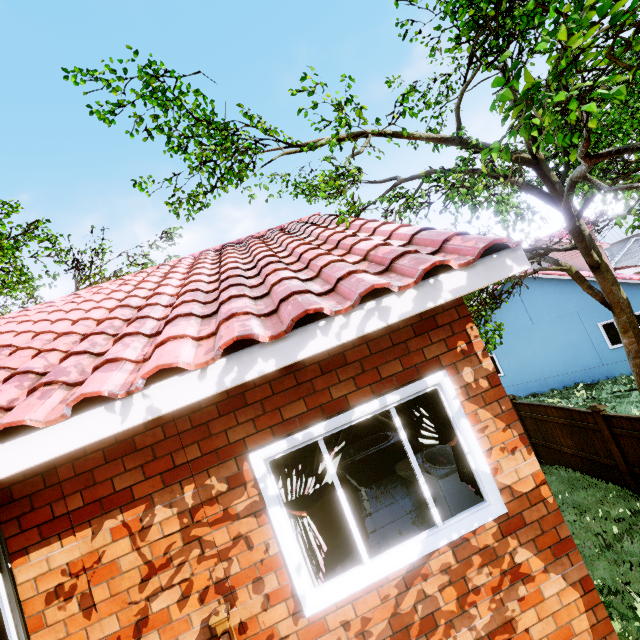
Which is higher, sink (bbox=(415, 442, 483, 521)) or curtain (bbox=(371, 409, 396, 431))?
curtain (bbox=(371, 409, 396, 431))

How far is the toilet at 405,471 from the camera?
5.1 meters

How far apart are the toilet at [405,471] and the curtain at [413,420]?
2.0 meters

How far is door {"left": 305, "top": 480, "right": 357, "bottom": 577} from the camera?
4.3 meters

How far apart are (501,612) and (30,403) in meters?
4.2

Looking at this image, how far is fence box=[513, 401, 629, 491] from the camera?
8.8m

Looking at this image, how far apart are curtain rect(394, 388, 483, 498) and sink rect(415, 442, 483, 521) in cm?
58

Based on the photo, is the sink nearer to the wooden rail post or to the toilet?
the toilet
